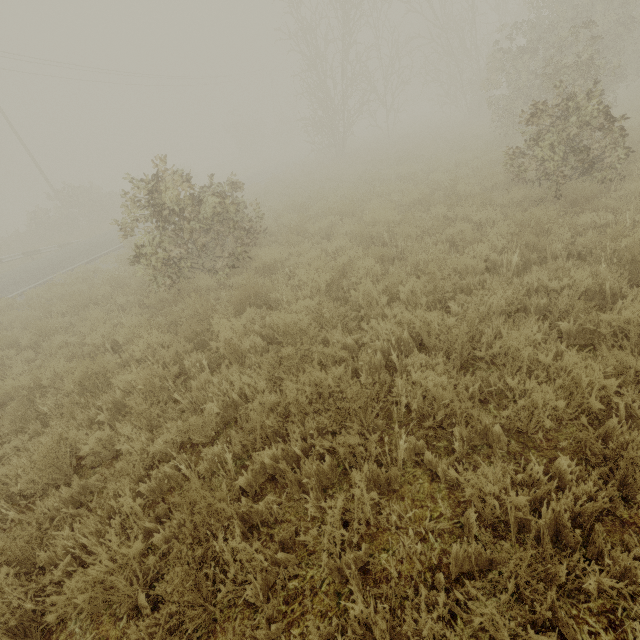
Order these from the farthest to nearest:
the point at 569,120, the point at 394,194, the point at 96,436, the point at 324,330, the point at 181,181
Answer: the point at 394,194 → the point at 181,181 → the point at 569,120 → the point at 324,330 → the point at 96,436
